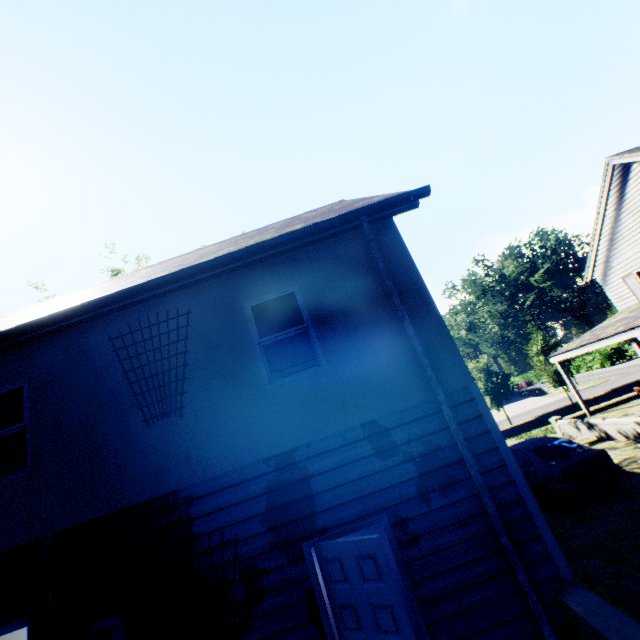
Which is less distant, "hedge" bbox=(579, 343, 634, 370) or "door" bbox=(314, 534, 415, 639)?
"door" bbox=(314, 534, 415, 639)

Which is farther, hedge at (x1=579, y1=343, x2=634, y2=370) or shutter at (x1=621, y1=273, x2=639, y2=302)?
hedge at (x1=579, y1=343, x2=634, y2=370)

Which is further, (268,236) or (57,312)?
(268,236)

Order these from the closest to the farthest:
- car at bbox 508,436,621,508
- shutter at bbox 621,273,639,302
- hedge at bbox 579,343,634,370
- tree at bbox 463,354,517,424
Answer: car at bbox 508,436,621,508 → shutter at bbox 621,273,639,302 → tree at bbox 463,354,517,424 → hedge at bbox 579,343,634,370

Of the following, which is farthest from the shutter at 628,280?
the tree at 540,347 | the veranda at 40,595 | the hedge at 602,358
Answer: the hedge at 602,358

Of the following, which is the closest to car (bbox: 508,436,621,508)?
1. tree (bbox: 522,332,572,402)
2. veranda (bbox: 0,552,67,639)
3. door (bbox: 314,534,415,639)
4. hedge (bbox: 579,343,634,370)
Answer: door (bbox: 314,534,415,639)

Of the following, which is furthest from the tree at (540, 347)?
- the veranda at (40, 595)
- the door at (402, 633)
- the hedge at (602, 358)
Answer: the hedge at (602, 358)

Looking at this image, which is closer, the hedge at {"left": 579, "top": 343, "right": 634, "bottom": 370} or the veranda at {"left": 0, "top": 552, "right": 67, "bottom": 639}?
the veranda at {"left": 0, "top": 552, "right": 67, "bottom": 639}
